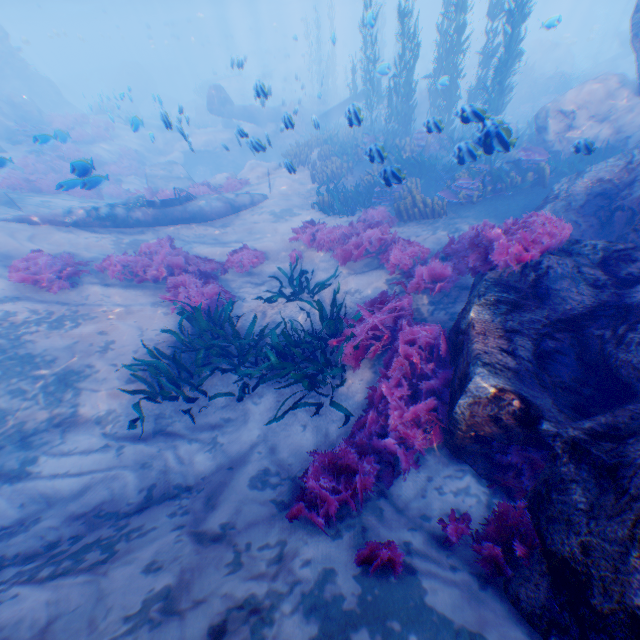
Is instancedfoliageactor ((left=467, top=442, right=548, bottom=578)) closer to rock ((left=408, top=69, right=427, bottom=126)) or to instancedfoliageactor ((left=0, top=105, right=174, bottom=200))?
rock ((left=408, top=69, right=427, bottom=126))

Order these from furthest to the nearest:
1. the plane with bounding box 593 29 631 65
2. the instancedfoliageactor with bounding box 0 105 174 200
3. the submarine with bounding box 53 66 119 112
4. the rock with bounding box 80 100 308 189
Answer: the submarine with bounding box 53 66 119 112
the plane with bounding box 593 29 631 65
the rock with bounding box 80 100 308 189
the instancedfoliageactor with bounding box 0 105 174 200

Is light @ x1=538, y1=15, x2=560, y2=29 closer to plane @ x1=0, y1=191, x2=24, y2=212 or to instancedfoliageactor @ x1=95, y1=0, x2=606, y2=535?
instancedfoliageactor @ x1=95, y1=0, x2=606, y2=535

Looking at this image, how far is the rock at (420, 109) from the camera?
22.8 meters

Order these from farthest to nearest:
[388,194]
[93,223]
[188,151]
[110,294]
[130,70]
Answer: [130,70] < [188,151] < [388,194] < [93,223] < [110,294]

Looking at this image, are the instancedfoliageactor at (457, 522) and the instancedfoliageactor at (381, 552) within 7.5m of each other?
yes

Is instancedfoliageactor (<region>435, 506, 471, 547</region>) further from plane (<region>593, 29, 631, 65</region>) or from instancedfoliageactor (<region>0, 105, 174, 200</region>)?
plane (<region>593, 29, 631, 65</region>)

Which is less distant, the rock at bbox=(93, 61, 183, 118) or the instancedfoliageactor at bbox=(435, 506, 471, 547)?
the instancedfoliageactor at bbox=(435, 506, 471, 547)
